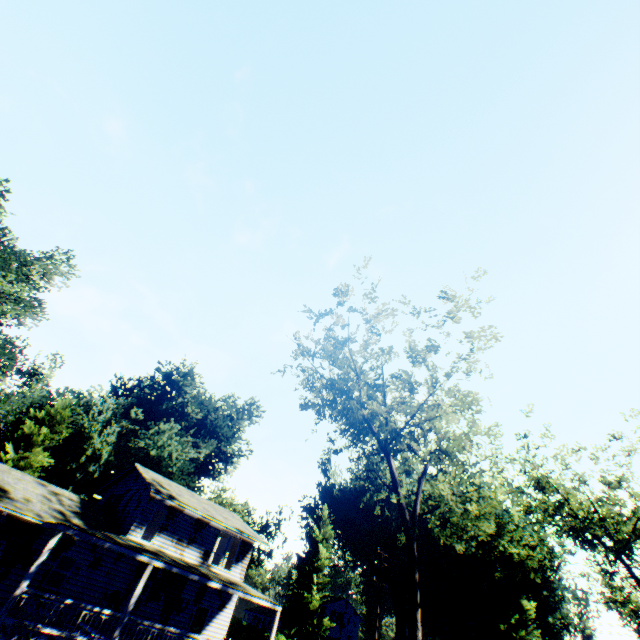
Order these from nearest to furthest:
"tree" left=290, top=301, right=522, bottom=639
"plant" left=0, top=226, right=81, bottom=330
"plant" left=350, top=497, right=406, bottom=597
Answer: "tree" left=290, top=301, right=522, bottom=639
"plant" left=0, top=226, right=81, bottom=330
"plant" left=350, top=497, right=406, bottom=597

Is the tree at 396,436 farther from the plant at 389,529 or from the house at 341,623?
the house at 341,623

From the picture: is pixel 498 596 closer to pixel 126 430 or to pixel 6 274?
pixel 126 430

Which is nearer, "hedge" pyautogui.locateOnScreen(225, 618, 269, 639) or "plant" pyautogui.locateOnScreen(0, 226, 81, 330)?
"plant" pyautogui.locateOnScreen(0, 226, 81, 330)

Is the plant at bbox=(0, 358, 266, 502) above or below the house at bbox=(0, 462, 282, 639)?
above

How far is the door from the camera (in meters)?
21.98

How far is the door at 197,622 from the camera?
22.0m

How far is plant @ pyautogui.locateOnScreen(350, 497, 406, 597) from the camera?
53.6m
